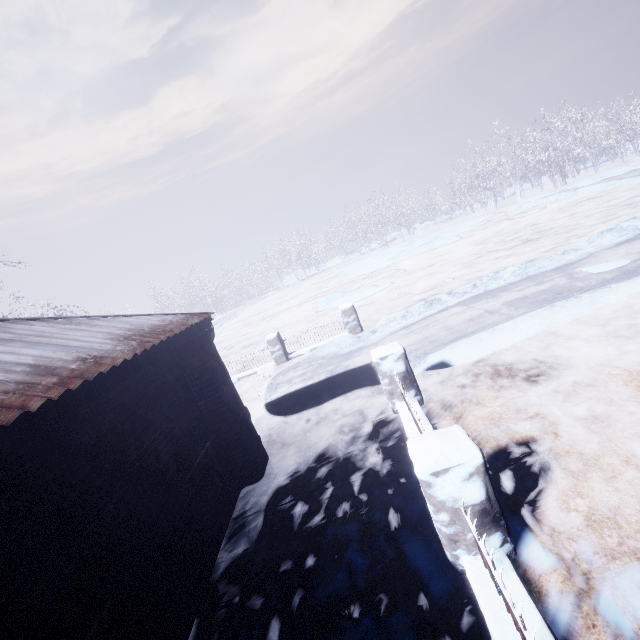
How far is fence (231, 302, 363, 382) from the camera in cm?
942

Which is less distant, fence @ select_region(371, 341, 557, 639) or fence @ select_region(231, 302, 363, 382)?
fence @ select_region(371, 341, 557, 639)

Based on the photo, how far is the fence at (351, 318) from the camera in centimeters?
942cm

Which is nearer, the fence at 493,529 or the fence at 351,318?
the fence at 493,529

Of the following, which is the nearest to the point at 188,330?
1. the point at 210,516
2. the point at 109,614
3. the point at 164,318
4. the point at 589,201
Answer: the point at 164,318
